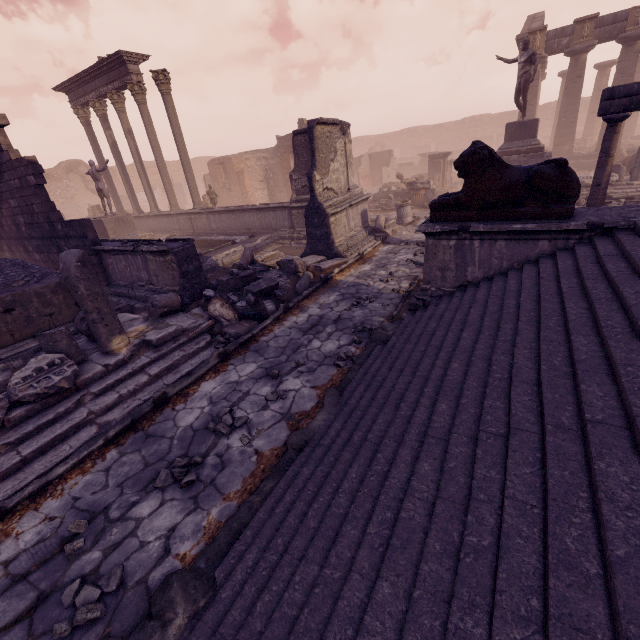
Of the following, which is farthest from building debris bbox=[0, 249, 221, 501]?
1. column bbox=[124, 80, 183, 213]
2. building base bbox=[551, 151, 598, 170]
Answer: building base bbox=[551, 151, 598, 170]

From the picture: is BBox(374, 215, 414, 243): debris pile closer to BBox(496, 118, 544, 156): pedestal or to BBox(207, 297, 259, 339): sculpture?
BBox(496, 118, 544, 156): pedestal

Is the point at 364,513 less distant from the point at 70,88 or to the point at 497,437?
the point at 497,437

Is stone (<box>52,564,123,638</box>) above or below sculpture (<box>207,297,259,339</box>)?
below

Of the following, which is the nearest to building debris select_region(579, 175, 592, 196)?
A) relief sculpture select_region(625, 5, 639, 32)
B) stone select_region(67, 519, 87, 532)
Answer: relief sculpture select_region(625, 5, 639, 32)

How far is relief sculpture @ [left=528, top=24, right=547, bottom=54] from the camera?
17.8m

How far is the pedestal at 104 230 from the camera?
13.7 meters

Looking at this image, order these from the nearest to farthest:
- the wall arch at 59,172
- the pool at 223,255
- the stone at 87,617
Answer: the stone at 87,617, the pool at 223,255, the wall arch at 59,172
